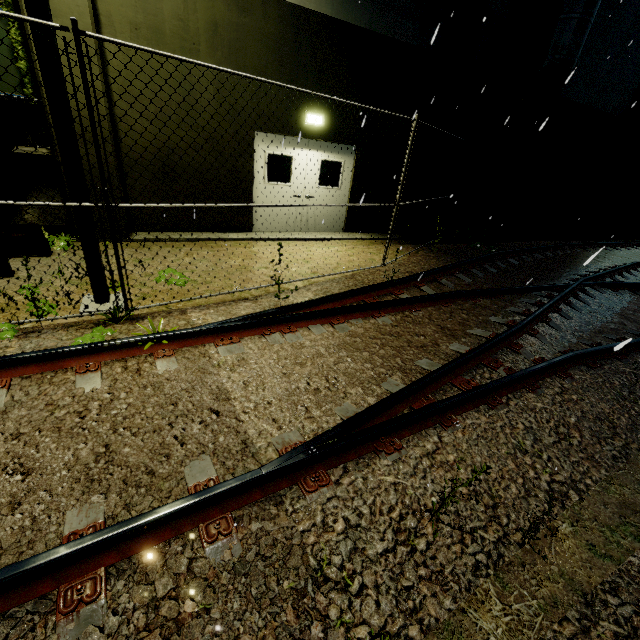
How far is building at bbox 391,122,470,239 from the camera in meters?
10.0

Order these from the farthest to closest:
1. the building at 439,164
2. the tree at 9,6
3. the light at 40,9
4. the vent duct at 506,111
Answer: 1. the building at 439,164
2. the vent duct at 506,111
3. the tree at 9,6
4. the light at 40,9

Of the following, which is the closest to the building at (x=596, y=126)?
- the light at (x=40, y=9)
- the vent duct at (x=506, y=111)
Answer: the vent duct at (x=506, y=111)

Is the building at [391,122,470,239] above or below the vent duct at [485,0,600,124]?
Answer: below

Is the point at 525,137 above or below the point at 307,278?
above

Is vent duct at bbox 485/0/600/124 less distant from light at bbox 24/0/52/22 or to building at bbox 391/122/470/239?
building at bbox 391/122/470/239

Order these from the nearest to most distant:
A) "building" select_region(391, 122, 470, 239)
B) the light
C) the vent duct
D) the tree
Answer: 1. the light
2. the tree
3. the vent duct
4. "building" select_region(391, 122, 470, 239)

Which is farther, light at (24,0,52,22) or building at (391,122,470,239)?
building at (391,122,470,239)
